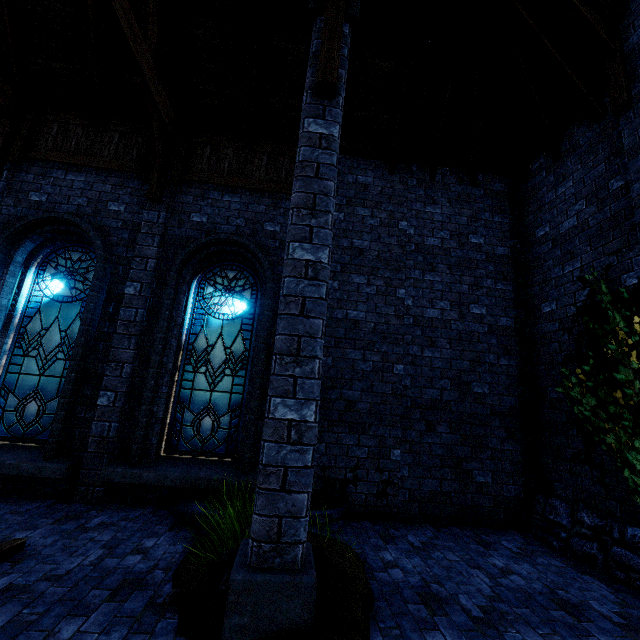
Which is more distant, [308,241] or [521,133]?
[521,133]

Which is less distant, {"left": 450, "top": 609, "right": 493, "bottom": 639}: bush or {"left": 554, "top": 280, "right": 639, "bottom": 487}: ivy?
{"left": 450, "top": 609, "right": 493, "bottom": 639}: bush

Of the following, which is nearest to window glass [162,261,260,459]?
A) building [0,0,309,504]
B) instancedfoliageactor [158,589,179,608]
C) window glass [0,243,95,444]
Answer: building [0,0,309,504]

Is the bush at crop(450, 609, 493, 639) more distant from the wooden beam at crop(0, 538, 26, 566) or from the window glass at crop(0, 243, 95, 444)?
the window glass at crop(0, 243, 95, 444)

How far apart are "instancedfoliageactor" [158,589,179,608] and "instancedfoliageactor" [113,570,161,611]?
0.19m

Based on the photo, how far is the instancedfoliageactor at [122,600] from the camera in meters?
2.8

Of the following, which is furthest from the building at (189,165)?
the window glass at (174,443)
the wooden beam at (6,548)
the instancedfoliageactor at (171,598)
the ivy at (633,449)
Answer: the instancedfoliageactor at (171,598)

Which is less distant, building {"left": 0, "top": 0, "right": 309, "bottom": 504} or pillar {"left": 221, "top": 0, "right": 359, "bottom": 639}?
pillar {"left": 221, "top": 0, "right": 359, "bottom": 639}
